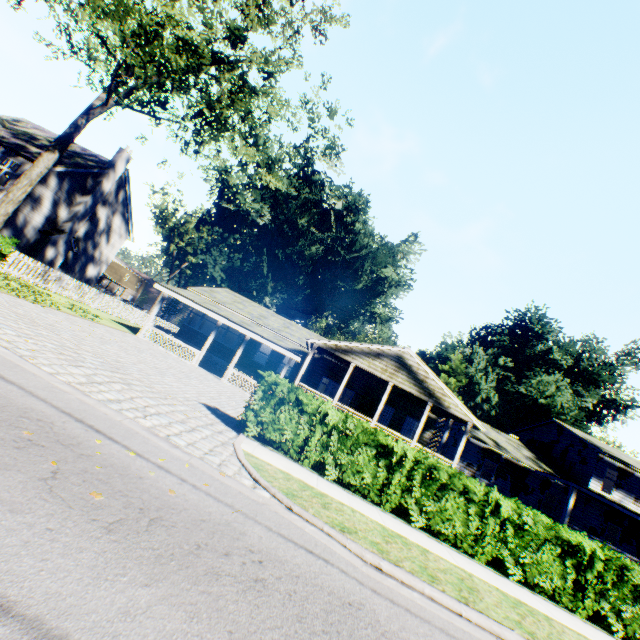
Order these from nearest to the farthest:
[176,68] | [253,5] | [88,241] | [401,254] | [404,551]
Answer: [404,551] → [253,5] → [176,68] → [88,241] → [401,254]

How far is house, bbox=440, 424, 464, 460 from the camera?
25.9m

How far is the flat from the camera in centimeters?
1872cm

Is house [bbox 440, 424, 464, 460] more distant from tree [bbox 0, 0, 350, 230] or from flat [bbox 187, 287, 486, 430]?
tree [bbox 0, 0, 350, 230]

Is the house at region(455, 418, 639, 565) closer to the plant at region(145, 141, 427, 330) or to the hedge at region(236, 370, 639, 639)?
the plant at region(145, 141, 427, 330)

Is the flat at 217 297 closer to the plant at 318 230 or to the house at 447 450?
the house at 447 450

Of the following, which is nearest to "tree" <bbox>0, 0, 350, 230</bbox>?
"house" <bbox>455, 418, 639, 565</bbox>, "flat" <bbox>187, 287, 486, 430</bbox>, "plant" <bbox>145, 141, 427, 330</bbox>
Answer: "plant" <bbox>145, 141, 427, 330</bbox>

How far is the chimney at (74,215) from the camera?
23.8m
